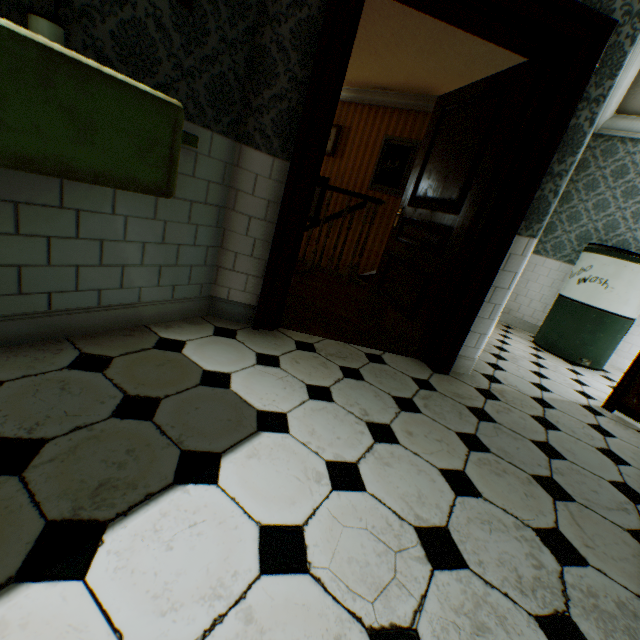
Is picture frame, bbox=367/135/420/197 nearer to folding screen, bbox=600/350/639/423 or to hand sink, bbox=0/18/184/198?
folding screen, bbox=600/350/639/423

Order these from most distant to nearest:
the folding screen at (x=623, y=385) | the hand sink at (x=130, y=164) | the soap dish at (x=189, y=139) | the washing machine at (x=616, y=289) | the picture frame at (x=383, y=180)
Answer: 1. the picture frame at (x=383, y=180)
2. the washing machine at (x=616, y=289)
3. the folding screen at (x=623, y=385)
4. the soap dish at (x=189, y=139)
5. the hand sink at (x=130, y=164)

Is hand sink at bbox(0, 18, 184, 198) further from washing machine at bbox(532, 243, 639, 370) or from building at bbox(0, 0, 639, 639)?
washing machine at bbox(532, 243, 639, 370)

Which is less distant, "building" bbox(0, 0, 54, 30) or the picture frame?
"building" bbox(0, 0, 54, 30)

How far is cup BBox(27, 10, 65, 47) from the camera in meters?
1.0 m

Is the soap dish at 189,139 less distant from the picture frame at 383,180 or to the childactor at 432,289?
the childactor at 432,289

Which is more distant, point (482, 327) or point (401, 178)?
point (401, 178)

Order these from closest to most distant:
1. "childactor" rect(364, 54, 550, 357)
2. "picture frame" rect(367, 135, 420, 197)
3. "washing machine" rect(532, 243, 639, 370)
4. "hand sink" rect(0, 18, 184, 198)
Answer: "hand sink" rect(0, 18, 184, 198)
"childactor" rect(364, 54, 550, 357)
"washing machine" rect(532, 243, 639, 370)
"picture frame" rect(367, 135, 420, 197)
